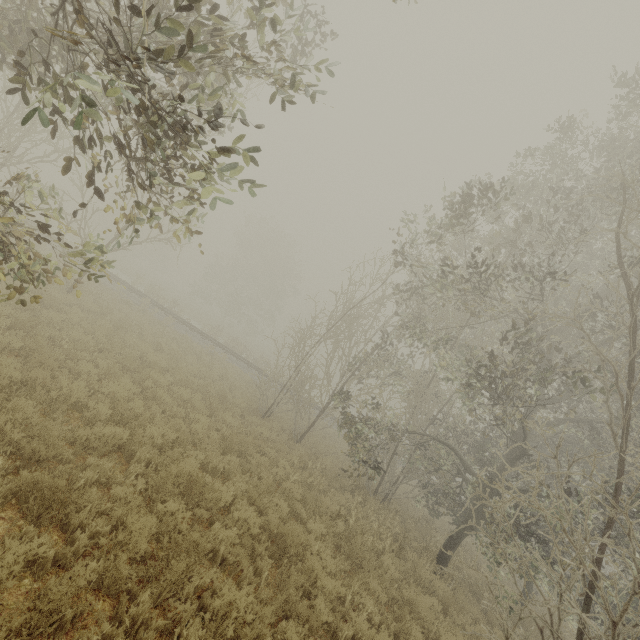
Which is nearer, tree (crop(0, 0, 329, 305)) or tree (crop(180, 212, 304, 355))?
tree (crop(0, 0, 329, 305))

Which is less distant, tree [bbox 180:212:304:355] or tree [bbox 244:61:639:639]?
tree [bbox 244:61:639:639]

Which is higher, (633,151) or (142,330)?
(633,151)

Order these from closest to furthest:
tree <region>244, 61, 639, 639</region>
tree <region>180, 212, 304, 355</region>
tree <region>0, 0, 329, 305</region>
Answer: tree <region>0, 0, 329, 305</region>
tree <region>244, 61, 639, 639</region>
tree <region>180, 212, 304, 355</region>

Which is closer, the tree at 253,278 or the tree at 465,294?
the tree at 465,294

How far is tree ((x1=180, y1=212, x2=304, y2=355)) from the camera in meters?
42.9 m

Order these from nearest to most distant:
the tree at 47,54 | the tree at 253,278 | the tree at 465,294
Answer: the tree at 47,54 → the tree at 465,294 → the tree at 253,278
